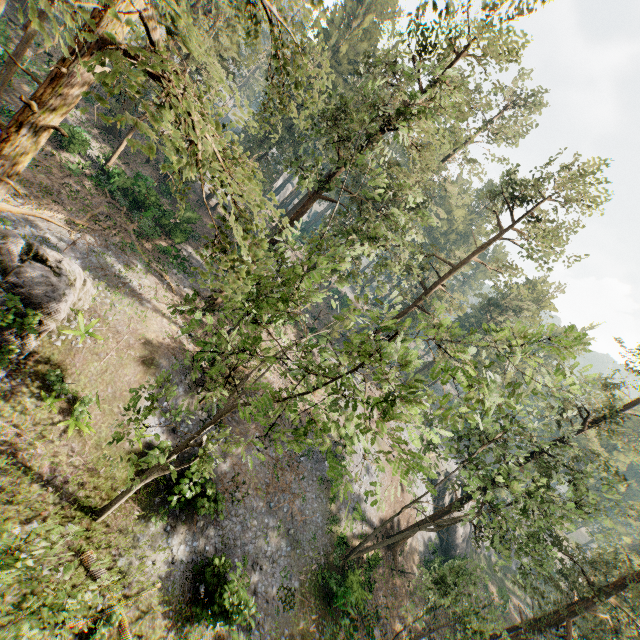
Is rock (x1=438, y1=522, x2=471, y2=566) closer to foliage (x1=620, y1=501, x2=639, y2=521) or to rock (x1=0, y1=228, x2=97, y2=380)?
foliage (x1=620, y1=501, x2=639, y2=521)

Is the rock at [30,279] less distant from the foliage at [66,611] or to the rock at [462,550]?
the foliage at [66,611]

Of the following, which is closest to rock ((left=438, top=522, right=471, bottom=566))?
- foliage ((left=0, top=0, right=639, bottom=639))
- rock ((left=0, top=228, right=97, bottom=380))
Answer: foliage ((left=0, top=0, right=639, bottom=639))

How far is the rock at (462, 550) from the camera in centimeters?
3753cm

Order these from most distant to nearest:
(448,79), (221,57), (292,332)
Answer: (221,57) < (292,332) < (448,79)
